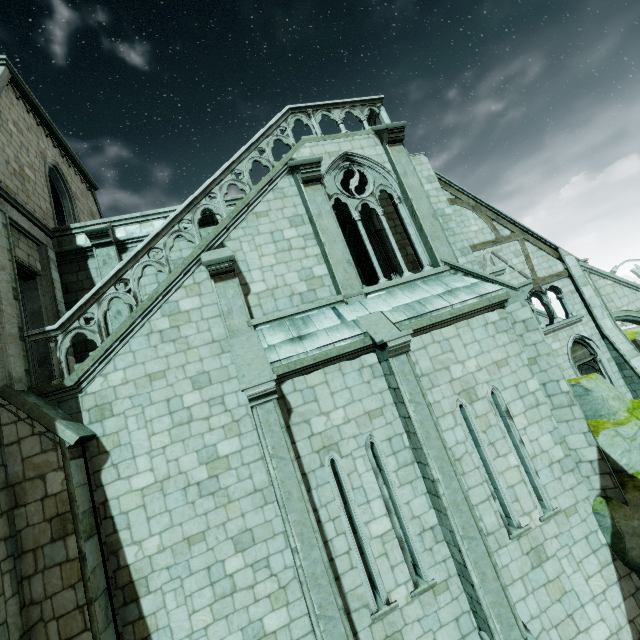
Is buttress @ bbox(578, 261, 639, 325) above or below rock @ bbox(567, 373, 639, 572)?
above

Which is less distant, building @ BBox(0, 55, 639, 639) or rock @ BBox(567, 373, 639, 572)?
building @ BBox(0, 55, 639, 639)

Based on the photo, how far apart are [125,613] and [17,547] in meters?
2.4

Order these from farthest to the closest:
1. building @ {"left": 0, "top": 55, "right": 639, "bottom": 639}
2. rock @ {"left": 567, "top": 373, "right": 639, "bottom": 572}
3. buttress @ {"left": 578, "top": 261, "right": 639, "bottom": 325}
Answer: buttress @ {"left": 578, "top": 261, "right": 639, "bottom": 325}
rock @ {"left": 567, "top": 373, "right": 639, "bottom": 572}
building @ {"left": 0, "top": 55, "right": 639, "bottom": 639}

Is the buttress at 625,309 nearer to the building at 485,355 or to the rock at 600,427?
the building at 485,355

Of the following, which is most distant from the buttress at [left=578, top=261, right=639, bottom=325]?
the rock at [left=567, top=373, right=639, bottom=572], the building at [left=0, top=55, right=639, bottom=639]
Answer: the rock at [left=567, top=373, right=639, bottom=572]

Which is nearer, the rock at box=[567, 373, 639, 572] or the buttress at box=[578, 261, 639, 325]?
the rock at box=[567, 373, 639, 572]
